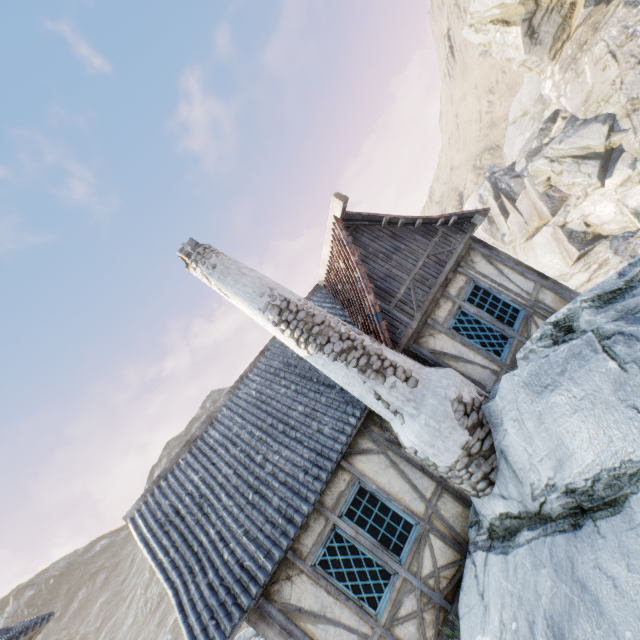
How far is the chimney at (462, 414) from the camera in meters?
5.2 m

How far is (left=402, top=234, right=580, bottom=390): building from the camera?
6.7 meters

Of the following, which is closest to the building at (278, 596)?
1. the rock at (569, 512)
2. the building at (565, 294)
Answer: the rock at (569, 512)

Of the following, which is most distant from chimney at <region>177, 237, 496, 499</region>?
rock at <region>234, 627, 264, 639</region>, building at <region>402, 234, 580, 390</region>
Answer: rock at <region>234, 627, 264, 639</region>

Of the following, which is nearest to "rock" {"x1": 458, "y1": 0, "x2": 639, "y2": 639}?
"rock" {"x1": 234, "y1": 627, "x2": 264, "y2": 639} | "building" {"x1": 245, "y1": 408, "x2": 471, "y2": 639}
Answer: "building" {"x1": 245, "y1": 408, "x2": 471, "y2": 639}

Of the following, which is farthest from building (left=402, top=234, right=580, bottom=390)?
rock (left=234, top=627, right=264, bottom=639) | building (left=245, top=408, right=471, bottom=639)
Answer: rock (left=234, top=627, right=264, bottom=639)

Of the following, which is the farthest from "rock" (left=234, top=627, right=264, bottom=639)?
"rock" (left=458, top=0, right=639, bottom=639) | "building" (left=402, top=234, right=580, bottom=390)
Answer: "building" (left=402, top=234, right=580, bottom=390)

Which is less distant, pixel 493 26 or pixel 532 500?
pixel 532 500
